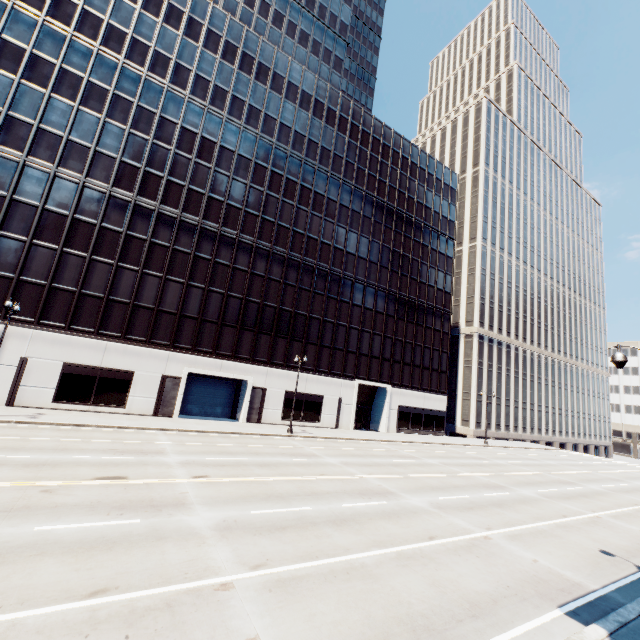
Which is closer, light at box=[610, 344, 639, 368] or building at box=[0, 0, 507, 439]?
light at box=[610, 344, 639, 368]

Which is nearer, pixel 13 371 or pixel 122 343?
pixel 13 371

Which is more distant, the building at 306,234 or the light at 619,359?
the building at 306,234
